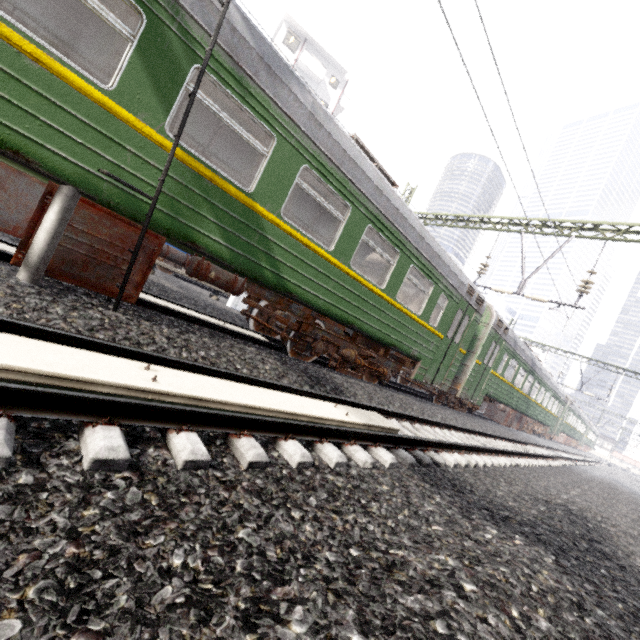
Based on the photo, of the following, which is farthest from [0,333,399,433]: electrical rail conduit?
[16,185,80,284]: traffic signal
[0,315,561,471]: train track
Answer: [16,185,80,284]: traffic signal

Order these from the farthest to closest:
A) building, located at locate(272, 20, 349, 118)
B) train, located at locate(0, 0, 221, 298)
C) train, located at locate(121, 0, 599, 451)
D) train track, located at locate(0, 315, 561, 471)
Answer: building, located at locate(272, 20, 349, 118) → train, located at locate(121, 0, 599, 451) → train, located at locate(0, 0, 221, 298) → train track, located at locate(0, 315, 561, 471)

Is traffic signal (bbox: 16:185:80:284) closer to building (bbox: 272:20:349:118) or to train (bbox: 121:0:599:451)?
train (bbox: 121:0:599:451)

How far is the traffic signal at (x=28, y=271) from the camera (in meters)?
3.45

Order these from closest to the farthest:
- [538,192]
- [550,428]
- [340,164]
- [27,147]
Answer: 1. [27,147]
2. [340,164]
3. [538,192]
4. [550,428]

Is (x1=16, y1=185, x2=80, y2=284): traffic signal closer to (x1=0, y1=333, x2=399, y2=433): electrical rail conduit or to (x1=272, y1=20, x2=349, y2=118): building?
(x1=0, y1=333, x2=399, y2=433): electrical rail conduit

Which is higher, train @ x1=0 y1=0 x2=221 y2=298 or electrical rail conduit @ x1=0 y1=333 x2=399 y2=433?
train @ x1=0 y1=0 x2=221 y2=298

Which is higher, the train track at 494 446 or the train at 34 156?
the train at 34 156
